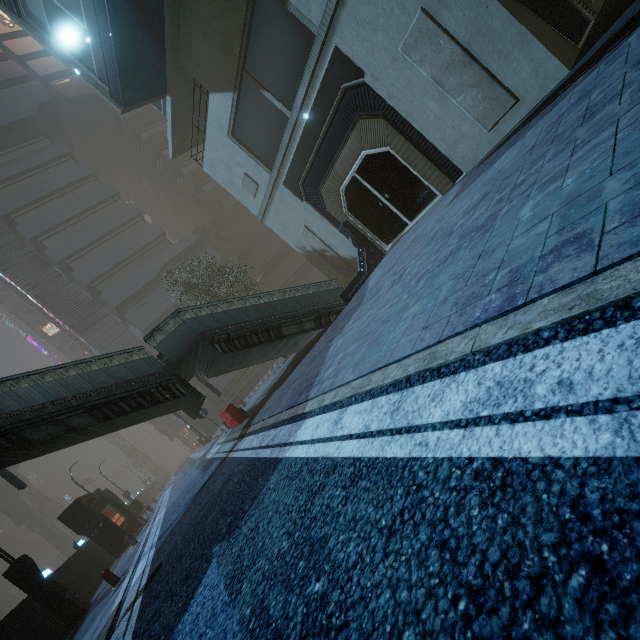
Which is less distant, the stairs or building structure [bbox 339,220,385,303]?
the stairs

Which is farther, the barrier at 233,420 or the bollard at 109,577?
the barrier at 233,420

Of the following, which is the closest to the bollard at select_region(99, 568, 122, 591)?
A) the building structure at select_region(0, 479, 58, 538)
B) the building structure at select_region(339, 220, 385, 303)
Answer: the building structure at select_region(339, 220, 385, 303)

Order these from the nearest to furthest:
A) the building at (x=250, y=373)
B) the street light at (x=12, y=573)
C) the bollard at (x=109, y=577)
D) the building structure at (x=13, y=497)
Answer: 1. the bollard at (x=109, y=577)
2. the street light at (x=12, y=573)
3. the building at (x=250, y=373)
4. the building structure at (x=13, y=497)

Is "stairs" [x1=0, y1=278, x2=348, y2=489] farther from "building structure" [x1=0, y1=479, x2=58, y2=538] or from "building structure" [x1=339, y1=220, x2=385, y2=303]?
"building structure" [x1=0, y1=479, x2=58, y2=538]

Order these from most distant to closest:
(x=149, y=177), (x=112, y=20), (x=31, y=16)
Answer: (x=149, y=177) → (x=31, y=16) → (x=112, y=20)

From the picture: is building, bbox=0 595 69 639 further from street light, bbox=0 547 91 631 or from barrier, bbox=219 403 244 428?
barrier, bbox=219 403 244 428

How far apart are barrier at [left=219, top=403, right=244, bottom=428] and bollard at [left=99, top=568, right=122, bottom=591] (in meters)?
5.77
